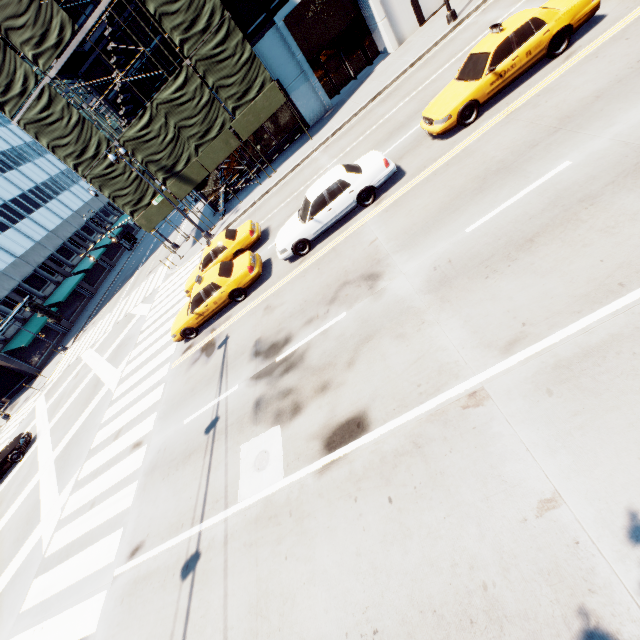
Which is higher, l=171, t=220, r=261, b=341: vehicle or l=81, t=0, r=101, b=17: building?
l=81, t=0, r=101, b=17: building

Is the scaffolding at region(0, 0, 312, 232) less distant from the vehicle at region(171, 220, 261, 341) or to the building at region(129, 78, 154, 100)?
the building at region(129, 78, 154, 100)

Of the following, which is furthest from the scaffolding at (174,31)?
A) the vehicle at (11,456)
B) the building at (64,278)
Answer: the building at (64,278)

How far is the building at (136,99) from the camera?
21.6m

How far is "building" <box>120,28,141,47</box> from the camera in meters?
19.9 m

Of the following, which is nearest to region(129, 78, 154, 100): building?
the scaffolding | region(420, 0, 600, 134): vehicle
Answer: the scaffolding

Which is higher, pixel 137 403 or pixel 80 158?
pixel 80 158

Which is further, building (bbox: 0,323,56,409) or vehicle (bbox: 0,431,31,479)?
building (bbox: 0,323,56,409)
